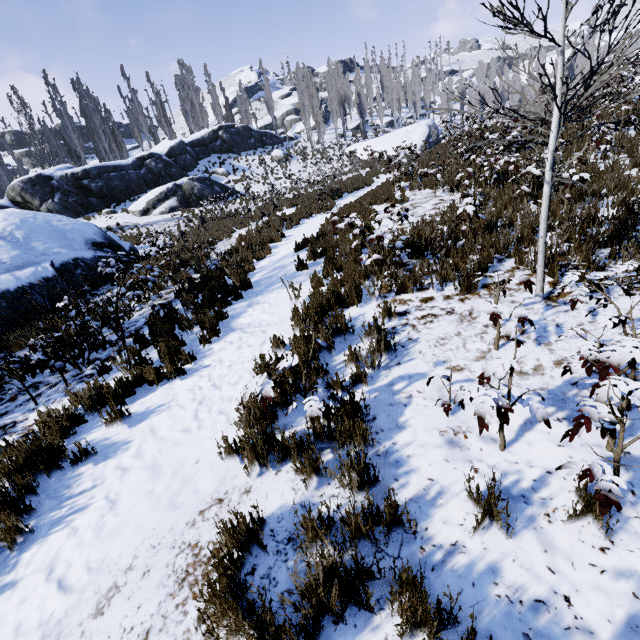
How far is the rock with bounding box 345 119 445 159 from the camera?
36.5 meters

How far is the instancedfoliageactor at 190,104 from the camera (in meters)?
42.69

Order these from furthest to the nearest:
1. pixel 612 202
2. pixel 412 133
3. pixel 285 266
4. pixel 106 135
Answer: pixel 106 135 < pixel 412 133 < pixel 285 266 < pixel 612 202

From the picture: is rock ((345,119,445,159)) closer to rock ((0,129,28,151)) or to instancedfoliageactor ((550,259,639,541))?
instancedfoliageactor ((550,259,639,541))

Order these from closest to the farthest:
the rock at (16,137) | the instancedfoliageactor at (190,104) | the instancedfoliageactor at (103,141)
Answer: the instancedfoliageactor at (103,141) → the instancedfoliageactor at (190,104) → the rock at (16,137)

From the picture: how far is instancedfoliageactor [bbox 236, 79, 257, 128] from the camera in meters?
47.8 m
